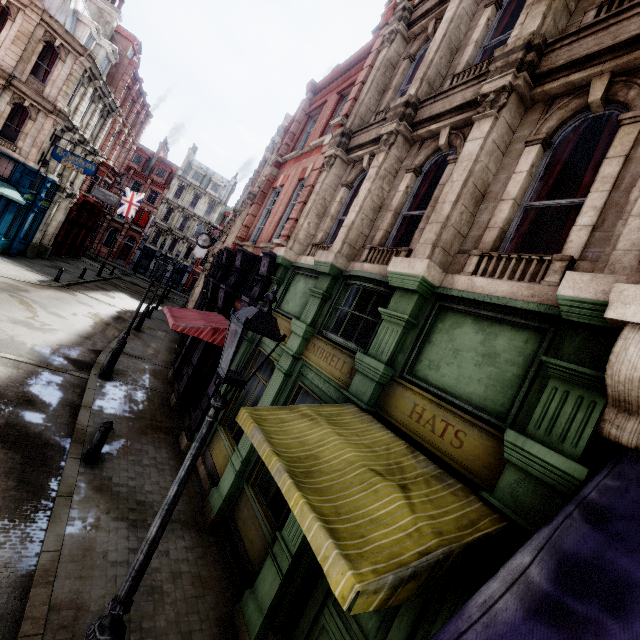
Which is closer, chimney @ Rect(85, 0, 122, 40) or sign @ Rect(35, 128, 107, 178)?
sign @ Rect(35, 128, 107, 178)

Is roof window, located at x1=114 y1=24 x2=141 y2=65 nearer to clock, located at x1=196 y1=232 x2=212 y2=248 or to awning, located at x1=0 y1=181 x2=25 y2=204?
awning, located at x1=0 y1=181 x2=25 y2=204

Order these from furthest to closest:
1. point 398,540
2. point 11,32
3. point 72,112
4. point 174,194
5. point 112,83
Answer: point 174,194 → point 112,83 → point 72,112 → point 11,32 → point 398,540

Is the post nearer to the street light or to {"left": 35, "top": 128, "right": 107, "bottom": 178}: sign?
the street light

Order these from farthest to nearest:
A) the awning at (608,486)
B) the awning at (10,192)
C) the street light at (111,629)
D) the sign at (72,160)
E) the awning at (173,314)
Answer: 1. the sign at (72,160)
2. the awning at (10,192)
3. the awning at (173,314)
4. the street light at (111,629)
5. the awning at (608,486)

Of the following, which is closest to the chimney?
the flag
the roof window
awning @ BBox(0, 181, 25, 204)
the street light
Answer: the roof window

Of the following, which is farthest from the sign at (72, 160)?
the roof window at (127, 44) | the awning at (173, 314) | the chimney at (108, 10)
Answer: the awning at (173, 314)

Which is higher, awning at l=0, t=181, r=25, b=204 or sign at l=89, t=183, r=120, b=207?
sign at l=89, t=183, r=120, b=207
